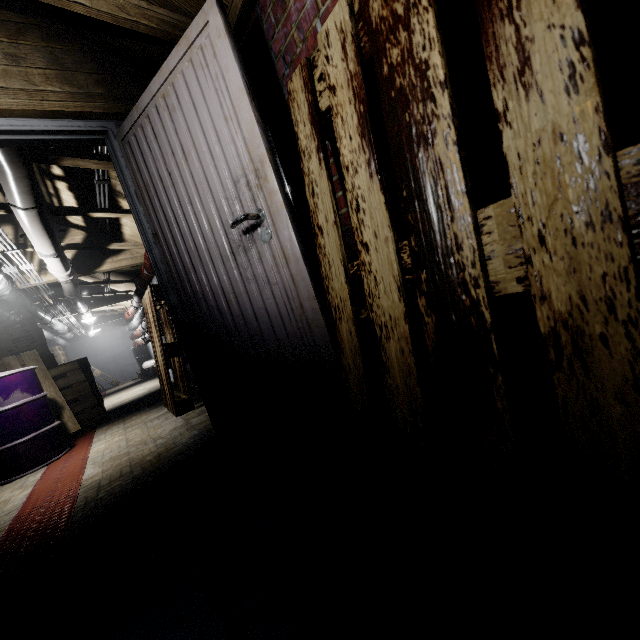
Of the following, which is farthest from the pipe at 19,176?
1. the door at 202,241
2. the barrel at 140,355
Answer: the barrel at 140,355

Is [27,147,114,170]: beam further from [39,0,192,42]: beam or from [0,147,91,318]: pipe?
[39,0,192,42]: beam

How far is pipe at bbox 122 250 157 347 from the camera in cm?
421

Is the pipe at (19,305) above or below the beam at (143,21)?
below

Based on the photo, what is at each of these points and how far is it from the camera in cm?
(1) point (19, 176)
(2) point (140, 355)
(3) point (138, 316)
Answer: (1) pipe, 200
(2) barrel, 991
(3) pipe, 674

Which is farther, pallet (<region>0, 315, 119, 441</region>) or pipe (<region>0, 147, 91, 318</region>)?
pallet (<region>0, 315, 119, 441</region>)

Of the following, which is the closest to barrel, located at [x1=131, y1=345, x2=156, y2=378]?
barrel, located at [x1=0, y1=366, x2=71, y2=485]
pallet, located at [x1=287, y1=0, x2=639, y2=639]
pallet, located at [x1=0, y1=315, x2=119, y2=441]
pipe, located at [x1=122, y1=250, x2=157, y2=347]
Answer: pipe, located at [x1=122, y1=250, x2=157, y2=347]

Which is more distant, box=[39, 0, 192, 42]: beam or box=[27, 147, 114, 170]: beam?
box=[27, 147, 114, 170]: beam
